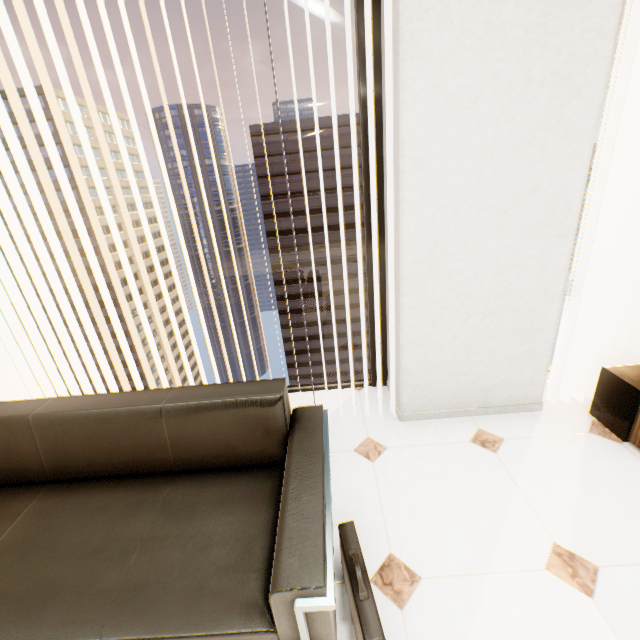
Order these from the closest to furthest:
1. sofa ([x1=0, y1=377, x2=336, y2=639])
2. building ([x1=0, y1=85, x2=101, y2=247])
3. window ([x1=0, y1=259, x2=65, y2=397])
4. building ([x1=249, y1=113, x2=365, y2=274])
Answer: sofa ([x1=0, y1=377, x2=336, y2=639]), window ([x1=0, y1=259, x2=65, y2=397]), building ([x1=249, y1=113, x2=365, y2=274]), building ([x1=0, y1=85, x2=101, y2=247])

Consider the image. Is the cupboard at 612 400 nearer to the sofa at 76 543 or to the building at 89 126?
the sofa at 76 543

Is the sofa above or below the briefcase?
above

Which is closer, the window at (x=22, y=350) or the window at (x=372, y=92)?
the window at (x=372, y=92)

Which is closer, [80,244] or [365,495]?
[365,495]

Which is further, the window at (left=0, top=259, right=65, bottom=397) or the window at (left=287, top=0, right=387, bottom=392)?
the window at (left=0, top=259, right=65, bottom=397)

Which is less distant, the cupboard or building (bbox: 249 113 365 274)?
the cupboard

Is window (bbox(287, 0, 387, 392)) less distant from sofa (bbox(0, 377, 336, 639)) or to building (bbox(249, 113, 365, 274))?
sofa (bbox(0, 377, 336, 639))
